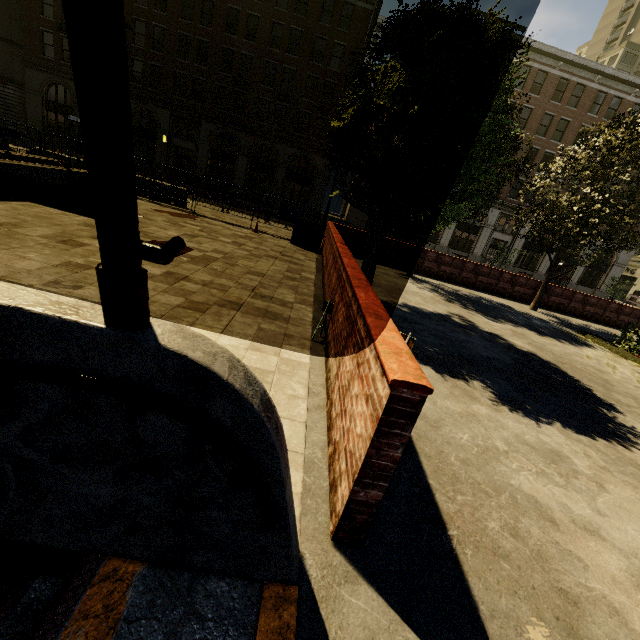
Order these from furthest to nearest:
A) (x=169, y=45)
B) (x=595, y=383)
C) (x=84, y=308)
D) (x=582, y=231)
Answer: (x=169, y=45) < (x=582, y=231) < (x=595, y=383) < (x=84, y=308)

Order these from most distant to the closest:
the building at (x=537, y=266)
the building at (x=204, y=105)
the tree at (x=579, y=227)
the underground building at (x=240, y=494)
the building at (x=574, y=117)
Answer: the building at (x=537, y=266), the building at (x=574, y=117), the building at (x=204, y=105), the tree at (x=579, y=227), the underground building at (x=240, y=494)

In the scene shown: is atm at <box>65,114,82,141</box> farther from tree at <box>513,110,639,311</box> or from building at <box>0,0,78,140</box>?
tree at <box>513,110,639,311</box>

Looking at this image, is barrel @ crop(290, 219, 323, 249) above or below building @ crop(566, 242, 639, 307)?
below

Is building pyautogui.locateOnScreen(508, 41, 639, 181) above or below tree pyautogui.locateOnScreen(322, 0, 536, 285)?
above

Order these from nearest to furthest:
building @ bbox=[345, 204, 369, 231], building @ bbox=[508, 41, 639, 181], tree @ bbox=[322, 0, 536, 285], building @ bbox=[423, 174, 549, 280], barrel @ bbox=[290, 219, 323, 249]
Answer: tree @ bbox=[322, 0, 536, 285] < barrel @ bbox=[290, 219, 323, 249] < building @ bbox=[508, 41, 639, 181] < building @ bbox=[423, 174, 549, 280] < building @ bbox=[345, 204, 369, 231]

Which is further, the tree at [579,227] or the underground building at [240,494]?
the tree at [579,227]

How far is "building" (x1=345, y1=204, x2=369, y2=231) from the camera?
34.9m
